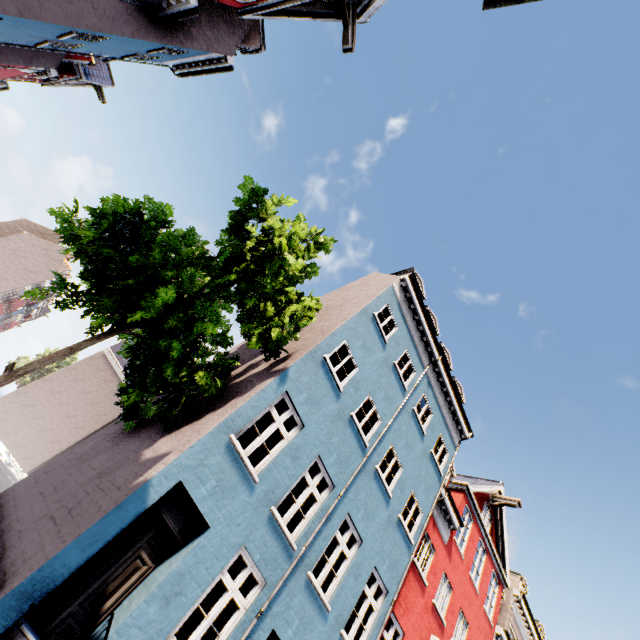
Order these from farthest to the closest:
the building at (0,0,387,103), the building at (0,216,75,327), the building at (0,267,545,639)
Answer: the building at (0,216,75,327), the building at (0,0,387,103), the building at (0,267,545,639)

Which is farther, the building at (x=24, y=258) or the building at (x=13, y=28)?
the building at (x=24, y=258)

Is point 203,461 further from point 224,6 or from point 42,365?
point 224,6

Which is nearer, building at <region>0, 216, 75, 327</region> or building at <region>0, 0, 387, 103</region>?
building at <region>0, 0, 387, 103</region>
